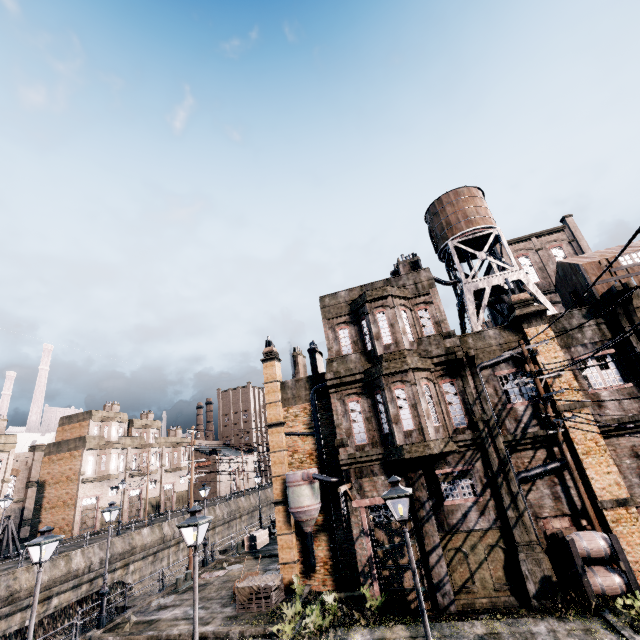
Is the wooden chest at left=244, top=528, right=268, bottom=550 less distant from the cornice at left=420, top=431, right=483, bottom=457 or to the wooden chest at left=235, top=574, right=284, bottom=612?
the wooden chest at left=235, top=574, right=284, bottom=612

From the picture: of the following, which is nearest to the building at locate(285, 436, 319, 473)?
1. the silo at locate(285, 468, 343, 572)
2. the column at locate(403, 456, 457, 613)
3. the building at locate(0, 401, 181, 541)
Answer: the column at locate(403, 456, 457, 613)

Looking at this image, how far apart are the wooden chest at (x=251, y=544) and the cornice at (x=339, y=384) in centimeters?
1946cm

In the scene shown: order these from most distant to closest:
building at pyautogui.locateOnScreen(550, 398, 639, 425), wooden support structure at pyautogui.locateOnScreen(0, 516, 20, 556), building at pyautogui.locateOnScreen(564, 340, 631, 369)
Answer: wooden support structure at pyautogui.locateOnScreen(0, 516, 20, 556) < building at pyautogui.locateOnScreen(564, 340, 631, 369) < building at pyautogui.locateOnScreen(550, 398, 639, 425)

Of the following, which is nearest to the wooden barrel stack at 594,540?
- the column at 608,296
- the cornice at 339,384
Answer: the column at 608,296

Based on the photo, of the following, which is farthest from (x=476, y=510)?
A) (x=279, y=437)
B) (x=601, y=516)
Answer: (x=279, y=437)

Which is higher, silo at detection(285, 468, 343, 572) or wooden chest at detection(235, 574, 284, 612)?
silo at detection(285, 468, 343, 572)

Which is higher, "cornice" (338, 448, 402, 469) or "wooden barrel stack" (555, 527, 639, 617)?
"cornice" (338, 448, 402, 469)
